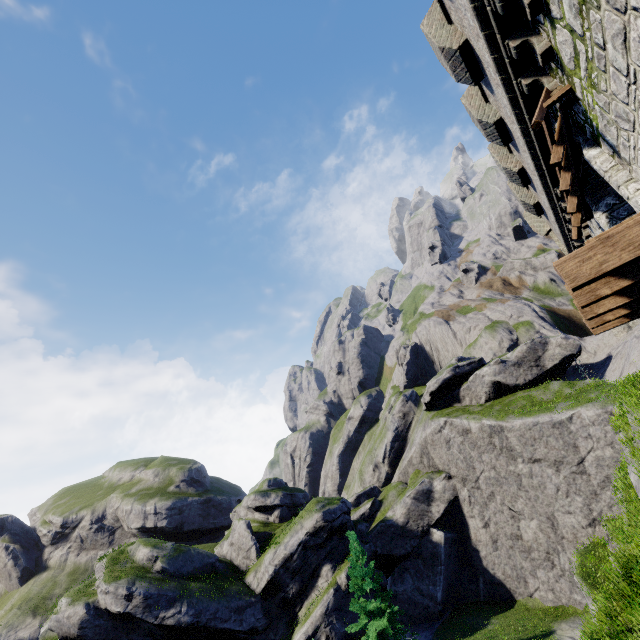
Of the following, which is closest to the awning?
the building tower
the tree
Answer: the building tower

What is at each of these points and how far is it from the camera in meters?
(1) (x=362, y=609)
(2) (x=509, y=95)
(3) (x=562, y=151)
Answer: (1) tree, 24.0 m
(2) building tower, 7.4 m
(3) awning, 6.6 m

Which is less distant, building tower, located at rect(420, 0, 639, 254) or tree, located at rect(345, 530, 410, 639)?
building tower, located at rect(420, 0, 639, 254)

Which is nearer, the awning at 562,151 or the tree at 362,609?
the awning at 562,151

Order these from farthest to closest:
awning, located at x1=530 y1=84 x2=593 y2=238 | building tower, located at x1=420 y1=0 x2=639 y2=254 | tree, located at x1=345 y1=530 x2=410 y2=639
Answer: tree, located at x1=345 y1=530 x2=410 y2=639, awning, located at x1=530 y1=84 x2=593 y2=238, building tower, located at x1=420 y1=0 x2=639 y2=254

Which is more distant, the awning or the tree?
the tree

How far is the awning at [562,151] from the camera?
5.93m
